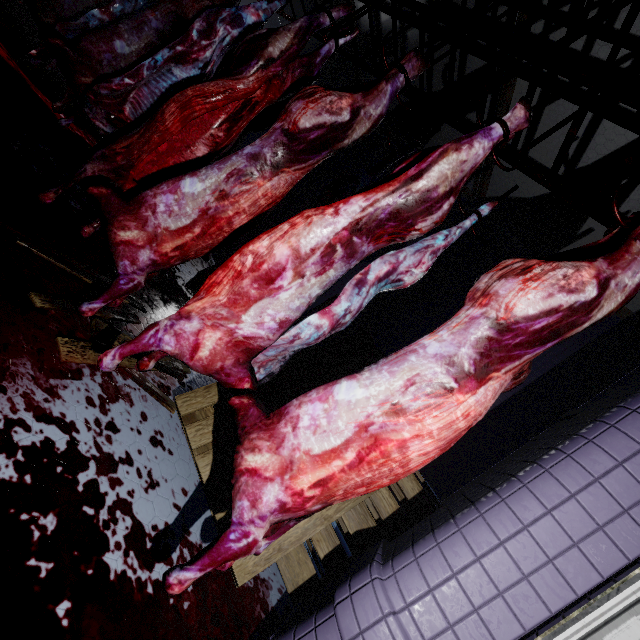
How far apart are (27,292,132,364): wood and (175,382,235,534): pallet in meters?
0.1 m

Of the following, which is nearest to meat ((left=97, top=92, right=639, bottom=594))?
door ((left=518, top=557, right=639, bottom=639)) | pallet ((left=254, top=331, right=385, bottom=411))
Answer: pallet ((left=254, top=331, right=385, bottom=411))

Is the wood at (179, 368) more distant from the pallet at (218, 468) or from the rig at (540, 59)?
the rig at (540, 59)

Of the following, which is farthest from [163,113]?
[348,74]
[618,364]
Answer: [348,74]

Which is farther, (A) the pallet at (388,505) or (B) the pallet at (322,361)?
(B) the pallet at (322,361)

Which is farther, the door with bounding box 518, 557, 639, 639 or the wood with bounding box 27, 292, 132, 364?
the wood with bounding box 27, 292, 132, 364

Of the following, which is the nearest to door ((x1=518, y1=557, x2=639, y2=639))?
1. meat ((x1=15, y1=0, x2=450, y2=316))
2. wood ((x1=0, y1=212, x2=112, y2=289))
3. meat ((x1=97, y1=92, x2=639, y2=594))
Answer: meat ((x1=97, y1=92, x2=639, y2=594))
